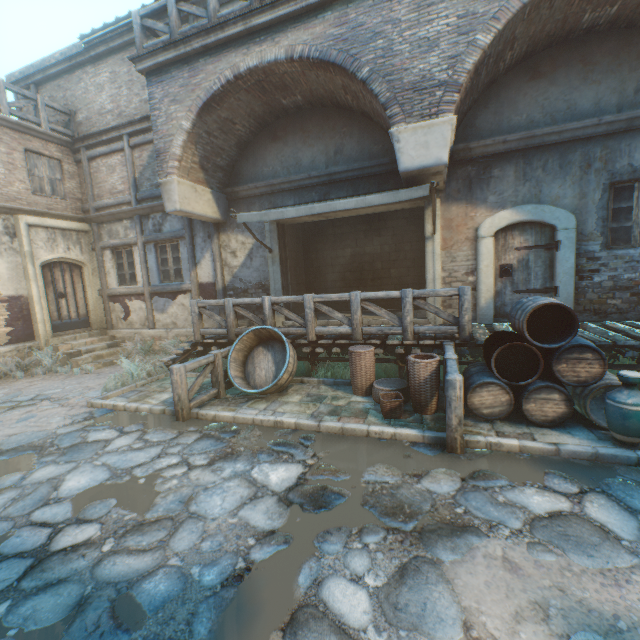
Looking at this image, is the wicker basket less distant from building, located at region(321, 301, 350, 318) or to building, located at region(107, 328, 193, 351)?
building, located at region(321, 301, 350, 318)

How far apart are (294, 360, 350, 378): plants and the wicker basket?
0.5 meters

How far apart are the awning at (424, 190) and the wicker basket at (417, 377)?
2.74m

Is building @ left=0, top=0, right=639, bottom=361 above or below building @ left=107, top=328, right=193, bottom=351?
above

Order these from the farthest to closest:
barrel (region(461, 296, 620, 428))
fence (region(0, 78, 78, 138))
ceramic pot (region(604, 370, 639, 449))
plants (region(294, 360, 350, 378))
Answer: fence (region(0, 78, 78, 138))
plants (region(294, 360, 350, 378))
barrel (region(461, 296, 620, 428))
ceramic pot (region(604, 370, 639, 449))

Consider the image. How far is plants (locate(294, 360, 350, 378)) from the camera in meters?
6.9

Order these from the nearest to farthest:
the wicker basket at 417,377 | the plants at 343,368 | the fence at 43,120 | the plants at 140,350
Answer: the wicker basket at 417,377 → the plants at 343,368 → the plants at 140,350 → the fence at 43,120

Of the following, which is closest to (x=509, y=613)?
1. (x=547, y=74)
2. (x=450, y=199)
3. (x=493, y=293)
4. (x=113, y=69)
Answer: (x=493, y=293)
